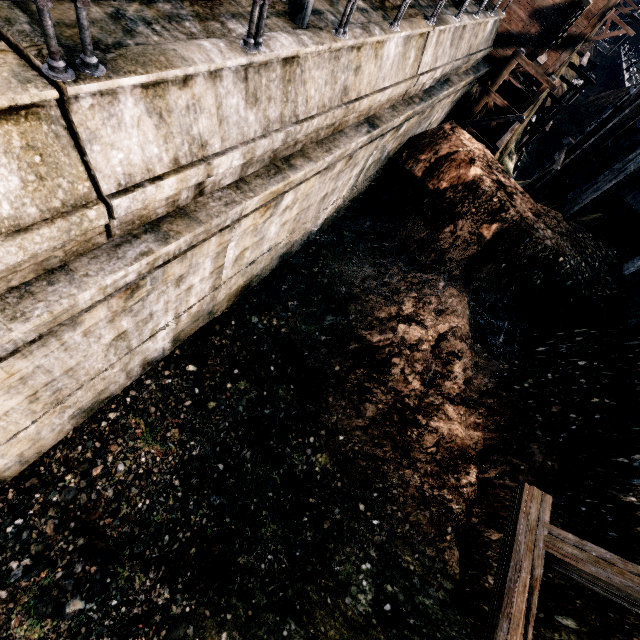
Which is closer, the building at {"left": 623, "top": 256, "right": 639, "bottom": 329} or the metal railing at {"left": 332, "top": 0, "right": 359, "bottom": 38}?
the metal railing at {"left": 332, "top": 0, "right": 359, "bottom": 38}

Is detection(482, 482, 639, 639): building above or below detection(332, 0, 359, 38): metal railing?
below

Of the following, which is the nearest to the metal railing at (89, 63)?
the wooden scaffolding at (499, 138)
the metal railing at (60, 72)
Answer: the metal railing at (60, 72)

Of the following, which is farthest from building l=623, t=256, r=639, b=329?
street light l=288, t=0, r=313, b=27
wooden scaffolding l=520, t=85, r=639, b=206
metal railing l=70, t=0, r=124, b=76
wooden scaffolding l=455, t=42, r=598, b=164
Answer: street light l=288, t=0, r=313, b=27

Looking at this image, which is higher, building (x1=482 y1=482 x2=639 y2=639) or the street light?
the street light

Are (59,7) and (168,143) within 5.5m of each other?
yes

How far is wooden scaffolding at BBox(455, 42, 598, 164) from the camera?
16.83m

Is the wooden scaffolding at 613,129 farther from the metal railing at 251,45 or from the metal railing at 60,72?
the metal railing at 60,72
